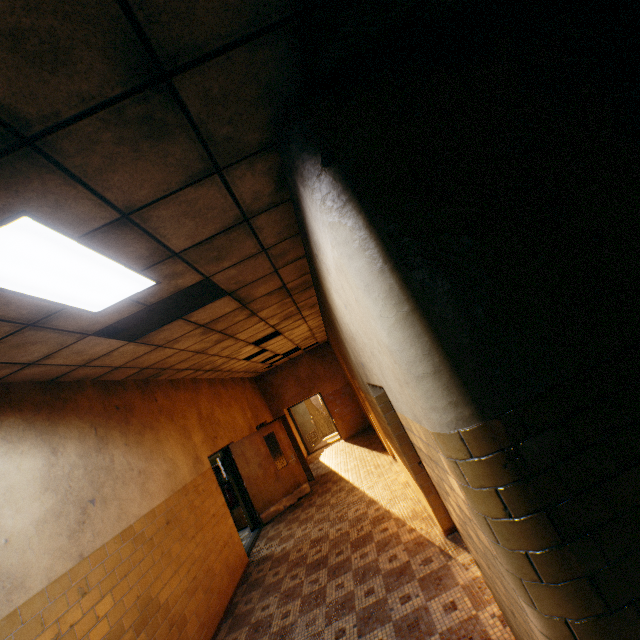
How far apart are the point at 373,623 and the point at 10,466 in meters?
4.0

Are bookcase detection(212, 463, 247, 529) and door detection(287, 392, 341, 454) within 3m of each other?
no

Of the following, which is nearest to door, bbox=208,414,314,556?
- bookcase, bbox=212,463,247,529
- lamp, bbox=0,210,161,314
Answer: bookcase, bbox=212,463,247,529

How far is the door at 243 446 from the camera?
8.03m

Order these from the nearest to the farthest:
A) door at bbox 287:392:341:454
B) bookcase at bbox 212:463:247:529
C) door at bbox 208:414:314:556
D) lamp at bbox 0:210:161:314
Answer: lamp at bbox 0:210:161:314 < door at bbox 208:414:314:556 < bookcase at bbox 212:463:247:529 < door at bbox 287:392:341:454

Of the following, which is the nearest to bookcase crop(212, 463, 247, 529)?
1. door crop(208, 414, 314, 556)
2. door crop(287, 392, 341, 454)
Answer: door crop(208, 414, 314, 556)

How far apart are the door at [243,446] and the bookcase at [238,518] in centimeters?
58cm

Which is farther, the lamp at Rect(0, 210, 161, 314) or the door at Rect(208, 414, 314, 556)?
the door at Rect(208, 414, 314, 556)
